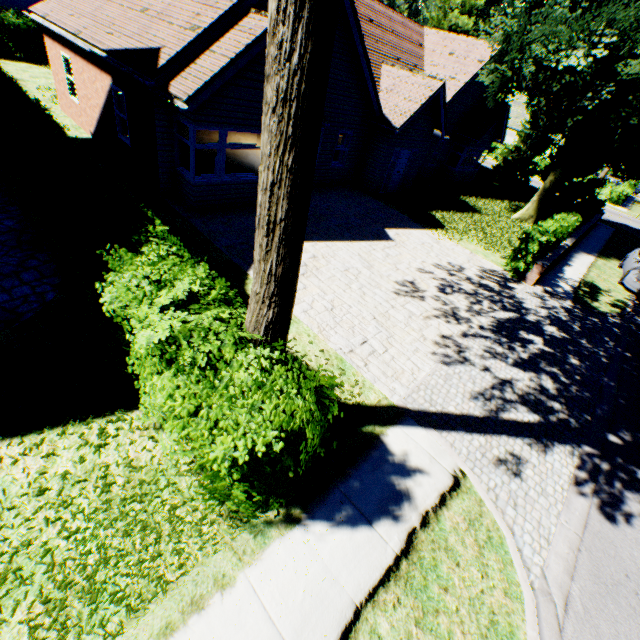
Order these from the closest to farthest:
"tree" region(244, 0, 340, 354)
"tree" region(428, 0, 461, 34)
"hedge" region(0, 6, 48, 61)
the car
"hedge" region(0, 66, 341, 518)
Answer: "tree" region(244, 0, 340, 354) → "hedge" region(0, 66, 341, 518) → the car → "hedge" region(0, 6, 48, 61) → "tree" region(428, 0, 461, 34)

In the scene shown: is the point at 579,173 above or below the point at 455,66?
below

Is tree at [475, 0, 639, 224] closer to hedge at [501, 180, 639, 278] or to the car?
hedge at [501, 180, 639, 278]

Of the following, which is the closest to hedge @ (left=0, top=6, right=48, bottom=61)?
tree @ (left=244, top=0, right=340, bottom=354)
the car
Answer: tree @ (left=244, top=0, right=340, bottom=354)

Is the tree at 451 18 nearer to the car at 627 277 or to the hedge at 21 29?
the hedge at 21 29

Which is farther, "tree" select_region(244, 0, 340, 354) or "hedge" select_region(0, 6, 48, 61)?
"hedge" select_region(0, 6, 48, 61)

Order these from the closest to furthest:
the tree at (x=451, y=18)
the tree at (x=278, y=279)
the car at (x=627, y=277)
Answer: the tree at (x=278, y=279)
the car at (x=627, y=277)
the tree at (x=451, y=18)
